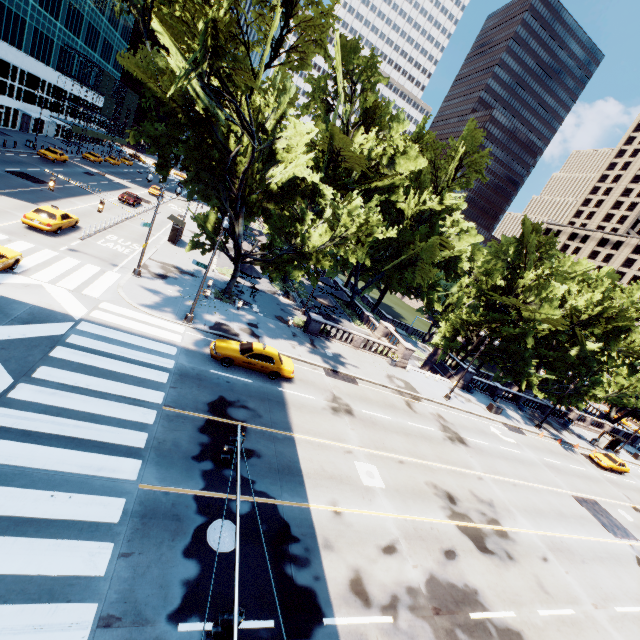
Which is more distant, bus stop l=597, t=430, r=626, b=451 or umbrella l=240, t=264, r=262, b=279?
bus stop l=597, t=430, r=626, b=451

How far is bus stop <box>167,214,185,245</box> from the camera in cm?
3422

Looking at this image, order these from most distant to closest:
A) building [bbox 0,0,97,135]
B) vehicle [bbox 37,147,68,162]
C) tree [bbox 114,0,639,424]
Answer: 1. building [bbox 0,0,97,135]
2. vehicle [bbox 37,147,68,162]
3. tree [bbox 114,0,639,424]

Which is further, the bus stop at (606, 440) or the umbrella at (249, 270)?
the bus stop at (606, 440)

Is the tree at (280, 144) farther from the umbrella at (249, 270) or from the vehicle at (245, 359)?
the vehicle at (245, 359)

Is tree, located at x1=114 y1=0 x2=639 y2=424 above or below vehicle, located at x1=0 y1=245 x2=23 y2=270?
above

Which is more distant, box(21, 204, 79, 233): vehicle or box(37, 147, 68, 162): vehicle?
box(37, 147, 68, 162): vehicle

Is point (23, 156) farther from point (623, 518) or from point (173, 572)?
point (623, 518)
